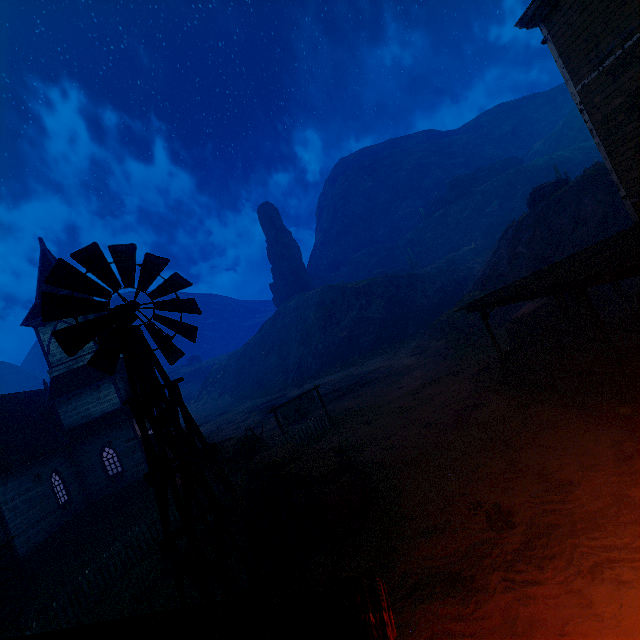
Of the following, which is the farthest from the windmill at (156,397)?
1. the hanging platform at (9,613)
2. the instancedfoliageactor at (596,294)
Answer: the instancedfoliageactor at (596,294)

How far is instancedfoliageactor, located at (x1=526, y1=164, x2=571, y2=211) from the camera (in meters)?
30.61

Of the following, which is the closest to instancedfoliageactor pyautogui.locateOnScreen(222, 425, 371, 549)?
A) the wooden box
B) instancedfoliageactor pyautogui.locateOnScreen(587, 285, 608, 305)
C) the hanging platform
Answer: the hanging platform

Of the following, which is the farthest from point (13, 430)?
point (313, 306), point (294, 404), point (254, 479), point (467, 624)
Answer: point (313, 306)

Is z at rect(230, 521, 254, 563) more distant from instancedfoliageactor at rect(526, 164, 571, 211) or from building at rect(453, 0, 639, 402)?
instancedfoliageactor at rect(526, 164, 571, 211)

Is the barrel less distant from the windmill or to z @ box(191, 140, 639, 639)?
z @ box(191, 140, 639, 639)

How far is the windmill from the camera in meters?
5.7

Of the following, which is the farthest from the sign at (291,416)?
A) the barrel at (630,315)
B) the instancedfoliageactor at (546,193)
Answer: the instancedfoliageactor at (546,193)
